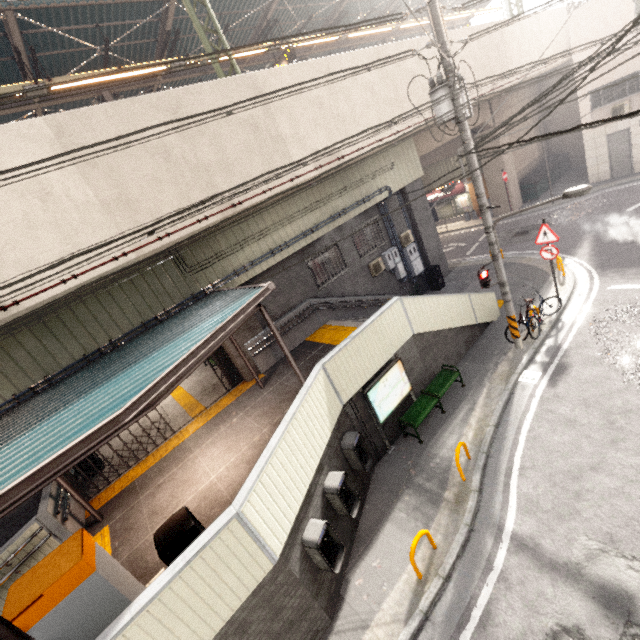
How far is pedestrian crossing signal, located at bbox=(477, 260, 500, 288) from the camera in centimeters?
876cm

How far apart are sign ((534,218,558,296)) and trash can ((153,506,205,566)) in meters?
11.8 m

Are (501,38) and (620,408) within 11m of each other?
no

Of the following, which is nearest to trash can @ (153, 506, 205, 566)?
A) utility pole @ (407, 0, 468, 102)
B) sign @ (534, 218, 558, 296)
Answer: utility pole @ (407, 0, 468, 102)

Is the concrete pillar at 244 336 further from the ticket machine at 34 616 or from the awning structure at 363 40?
the awning structure at 363 40

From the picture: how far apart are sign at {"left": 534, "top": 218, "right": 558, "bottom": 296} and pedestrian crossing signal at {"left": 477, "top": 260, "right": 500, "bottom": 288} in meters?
2.7

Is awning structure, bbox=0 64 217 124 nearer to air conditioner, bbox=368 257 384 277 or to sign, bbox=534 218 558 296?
air conditioner, bbox=368 257 384 277

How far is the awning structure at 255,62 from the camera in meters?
15.2 m
